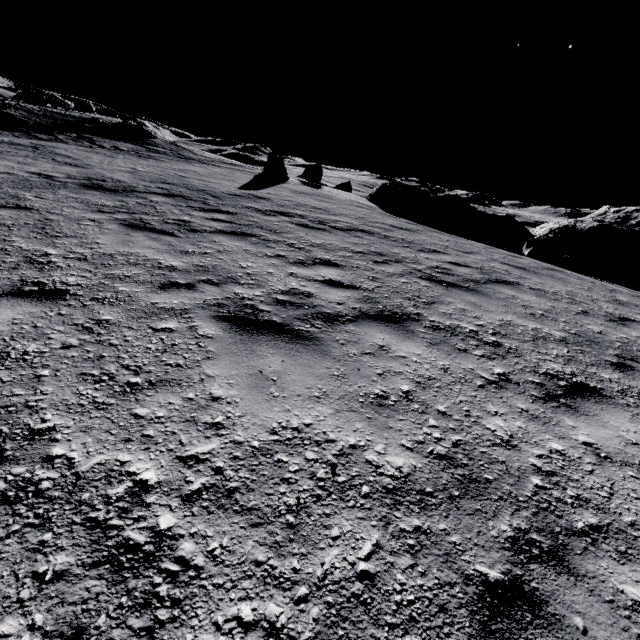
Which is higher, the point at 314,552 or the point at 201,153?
the point at 201,153

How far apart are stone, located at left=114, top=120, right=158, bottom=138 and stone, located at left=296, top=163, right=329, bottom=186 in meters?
11.3 m

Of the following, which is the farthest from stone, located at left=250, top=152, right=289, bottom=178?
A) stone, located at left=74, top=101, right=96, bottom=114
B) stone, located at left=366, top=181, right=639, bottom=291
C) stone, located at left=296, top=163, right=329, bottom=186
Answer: stone, located at left=74, top=101, right=96, bottom=114

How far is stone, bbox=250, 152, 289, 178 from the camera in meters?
18.1

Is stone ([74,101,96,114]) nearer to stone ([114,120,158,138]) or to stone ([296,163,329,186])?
stone ([114,120,158,138])

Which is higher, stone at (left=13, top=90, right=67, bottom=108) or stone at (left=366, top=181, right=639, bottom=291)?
stone at (left=13, top=90, right=67, bottom=108)

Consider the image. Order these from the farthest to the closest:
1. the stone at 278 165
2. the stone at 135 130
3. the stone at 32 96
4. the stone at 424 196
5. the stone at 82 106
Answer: the stone at 82 106 → the stone at 32 96 → the stone at 135 130 → the stone at 278 165 → the stone at 424 196

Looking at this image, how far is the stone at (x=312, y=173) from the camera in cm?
2267
